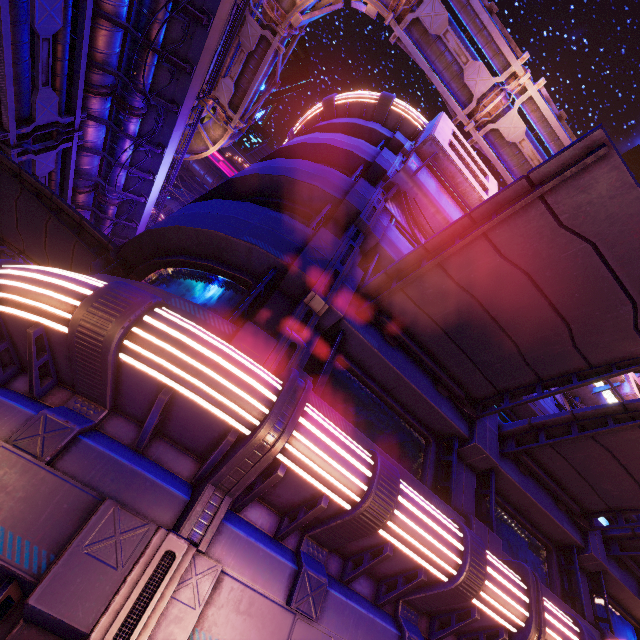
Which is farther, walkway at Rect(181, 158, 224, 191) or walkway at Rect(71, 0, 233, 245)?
walkway at Rect(181, 158, 224, 191)

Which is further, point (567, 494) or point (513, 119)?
point (513, 119)

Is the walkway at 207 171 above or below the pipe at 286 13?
above

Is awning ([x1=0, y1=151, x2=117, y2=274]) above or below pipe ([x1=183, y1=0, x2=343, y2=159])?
below

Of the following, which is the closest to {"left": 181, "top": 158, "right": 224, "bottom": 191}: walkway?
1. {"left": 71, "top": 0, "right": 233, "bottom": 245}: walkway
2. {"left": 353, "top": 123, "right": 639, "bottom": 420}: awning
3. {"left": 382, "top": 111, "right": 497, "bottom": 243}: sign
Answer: {"left": 71, "top": 0, "right": 233, "bottom": 245}: walkway

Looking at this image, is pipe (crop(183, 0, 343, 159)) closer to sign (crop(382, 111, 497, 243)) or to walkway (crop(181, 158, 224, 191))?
sign (crop(382, 111, 497, 243))

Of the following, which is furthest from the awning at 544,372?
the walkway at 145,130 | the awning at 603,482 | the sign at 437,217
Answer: the walkway at 145,130

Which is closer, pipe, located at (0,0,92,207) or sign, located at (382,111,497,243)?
A: pipe, located at (0,0,92,207)
